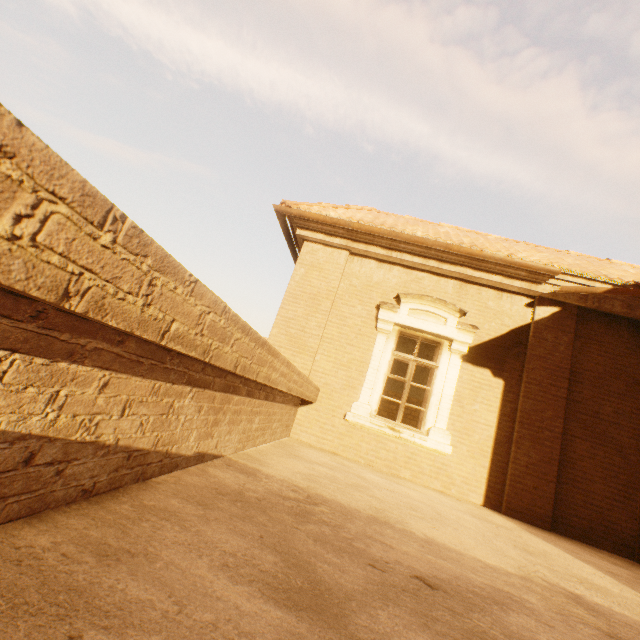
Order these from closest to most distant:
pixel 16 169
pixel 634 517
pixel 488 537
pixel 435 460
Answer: pixel 16 169 → pixel 488 537 → pixel 634 517 → pixel 435 460

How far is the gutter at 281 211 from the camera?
6.08m

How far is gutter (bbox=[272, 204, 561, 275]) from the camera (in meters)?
6.08
